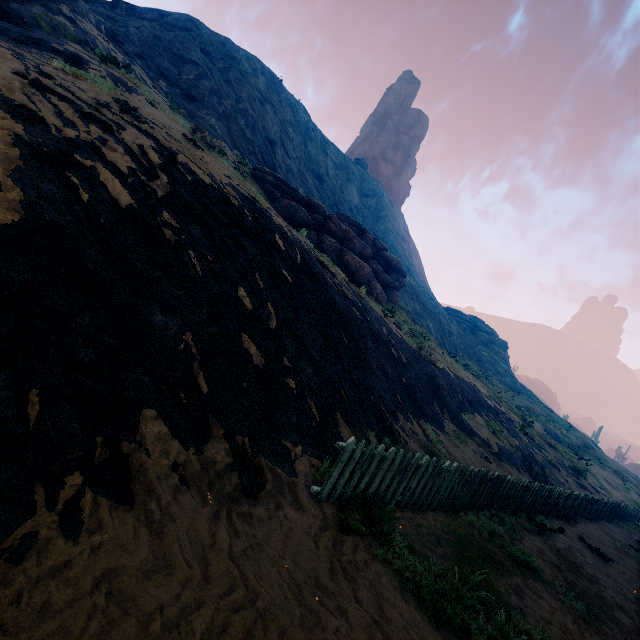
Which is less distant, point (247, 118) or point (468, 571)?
point (468, 571)

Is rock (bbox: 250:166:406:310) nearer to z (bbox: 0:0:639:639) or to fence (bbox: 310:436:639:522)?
z (bbox: 0:0:639:639)

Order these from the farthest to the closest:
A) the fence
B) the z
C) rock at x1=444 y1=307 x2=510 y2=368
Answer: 1. rock at x1=444 y1=307 x2=510 y2=368
2. the fence
3. the z

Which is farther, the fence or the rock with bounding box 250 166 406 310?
the rock with bounding box 250 166 406 310

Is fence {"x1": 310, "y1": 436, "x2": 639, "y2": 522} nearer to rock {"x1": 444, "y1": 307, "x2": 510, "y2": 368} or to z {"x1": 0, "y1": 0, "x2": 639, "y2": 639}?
z {"x1": 0, "y1": 0, "x2": 639, "y2": 639}

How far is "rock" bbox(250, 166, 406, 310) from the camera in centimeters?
1752cm

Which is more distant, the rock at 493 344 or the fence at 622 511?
the rock at 493 344

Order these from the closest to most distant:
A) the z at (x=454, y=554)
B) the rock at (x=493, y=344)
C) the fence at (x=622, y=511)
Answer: the z at (x=454, y=554) < the fence at (x=622, y=511) < the rock at (x=493, y=344)
